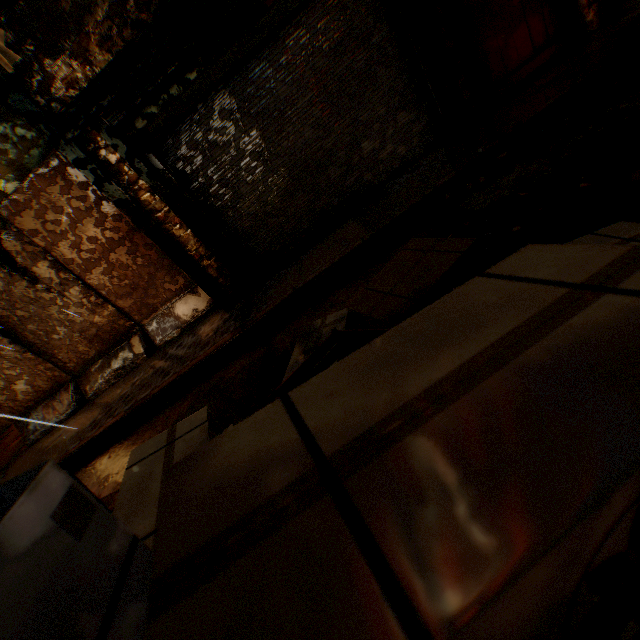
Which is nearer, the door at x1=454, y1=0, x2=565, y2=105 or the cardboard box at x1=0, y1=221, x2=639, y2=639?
the cardboard box at x1=0, y1=221, x2=639, y2=639

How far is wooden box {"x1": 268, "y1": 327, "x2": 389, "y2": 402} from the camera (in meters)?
1.43

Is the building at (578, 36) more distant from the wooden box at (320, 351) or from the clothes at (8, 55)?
the wooden box at (320, 351)

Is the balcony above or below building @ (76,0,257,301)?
above

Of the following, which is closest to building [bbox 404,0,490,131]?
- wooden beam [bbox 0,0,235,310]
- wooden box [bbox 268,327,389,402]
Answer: wooden beam [bbox 0,0,235,310]

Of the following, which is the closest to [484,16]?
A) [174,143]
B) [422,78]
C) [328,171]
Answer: [422,78]

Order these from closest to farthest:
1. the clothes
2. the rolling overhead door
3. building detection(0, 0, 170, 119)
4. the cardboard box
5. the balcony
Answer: the cardboard box, the clothes, building detection(0, 0, 170, 119), the rolling overhead door, the balcony

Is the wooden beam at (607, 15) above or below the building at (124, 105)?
below
